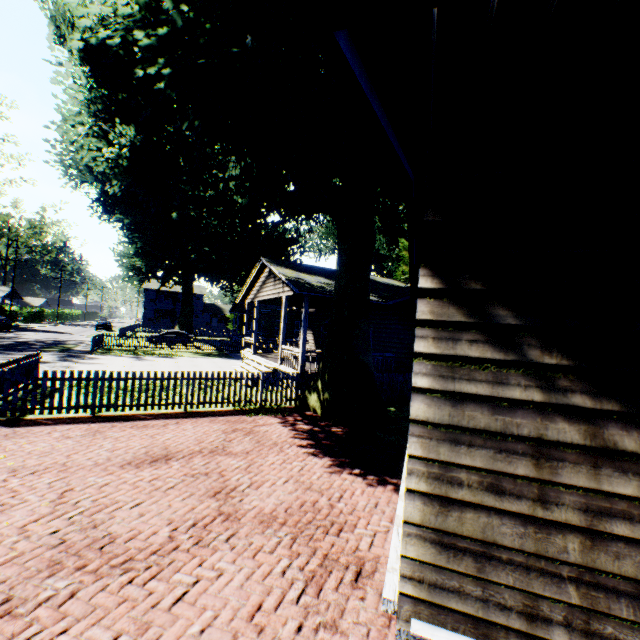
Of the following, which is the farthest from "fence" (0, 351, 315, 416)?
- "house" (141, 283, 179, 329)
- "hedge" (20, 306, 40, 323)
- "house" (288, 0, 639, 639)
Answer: "hedge" (20, 306, 40, 323)

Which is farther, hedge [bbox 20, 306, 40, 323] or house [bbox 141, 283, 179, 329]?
house [bbox 141, 283, 179, 329]

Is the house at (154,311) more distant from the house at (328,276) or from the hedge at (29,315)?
the hedge at (29,315)

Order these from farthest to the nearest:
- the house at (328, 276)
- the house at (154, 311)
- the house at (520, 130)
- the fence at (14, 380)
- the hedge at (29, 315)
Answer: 1. the house at (154, 311)
2. the hedge at (29, 315)
3. the house at (328, 276)
4. the fence at (14, 380)
5. the house at (520, 130)

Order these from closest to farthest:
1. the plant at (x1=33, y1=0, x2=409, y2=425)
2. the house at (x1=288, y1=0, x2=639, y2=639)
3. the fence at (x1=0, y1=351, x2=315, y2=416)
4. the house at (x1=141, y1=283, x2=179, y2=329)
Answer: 1. the house at (x1=288, y1=0, x2=639, y2=639)
2. the plant at (x1=33, y1=0, x2=409, y2=425)
3. the fence at (x1=0, y1=351, x2=315, y2=416)
4. the house at (x1=141, y1=283, x2=179, y2=329)

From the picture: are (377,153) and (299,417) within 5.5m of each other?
no

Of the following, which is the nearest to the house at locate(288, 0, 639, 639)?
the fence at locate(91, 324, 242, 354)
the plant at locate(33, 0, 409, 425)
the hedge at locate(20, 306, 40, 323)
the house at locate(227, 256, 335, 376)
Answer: the plant at locate(33, 0, 409, 425)

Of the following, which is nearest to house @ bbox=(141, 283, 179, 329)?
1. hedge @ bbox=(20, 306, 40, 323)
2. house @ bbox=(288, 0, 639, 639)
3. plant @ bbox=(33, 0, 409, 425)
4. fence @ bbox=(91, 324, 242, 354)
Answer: plant @ bbox=(33, 0, 409, 425)
